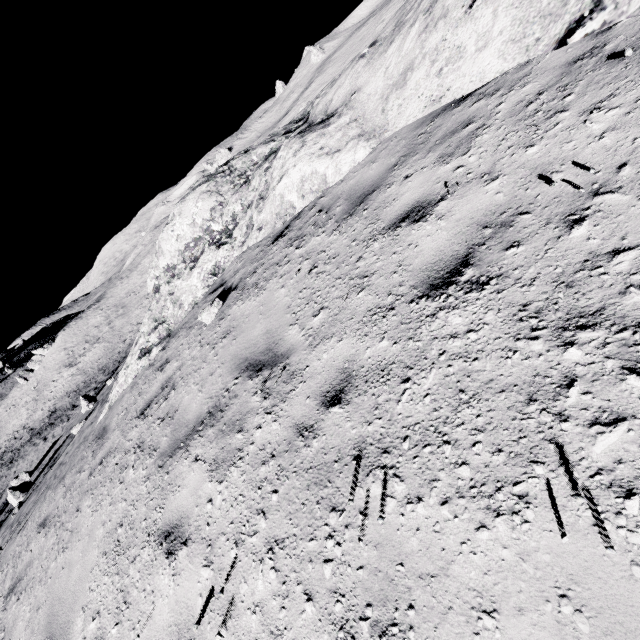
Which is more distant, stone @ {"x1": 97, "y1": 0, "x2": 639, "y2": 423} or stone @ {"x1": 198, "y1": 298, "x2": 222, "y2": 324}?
stone @ {"x1": 198, "y1": 298, "x2": 222, "y2": 324}

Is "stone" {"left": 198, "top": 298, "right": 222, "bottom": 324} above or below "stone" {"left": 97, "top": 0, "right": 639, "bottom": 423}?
below

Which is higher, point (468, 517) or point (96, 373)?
point (468, 517)

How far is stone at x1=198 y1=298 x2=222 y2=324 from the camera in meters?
6.0 m

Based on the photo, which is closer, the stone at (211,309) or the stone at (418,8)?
the stone at (418,8)

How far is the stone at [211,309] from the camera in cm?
596
